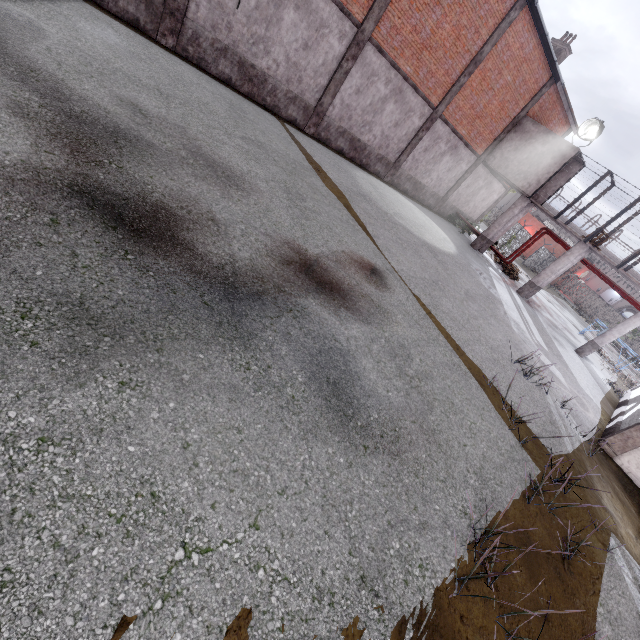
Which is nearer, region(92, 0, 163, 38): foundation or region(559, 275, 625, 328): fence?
region(92, 0, 163, 38): foundation

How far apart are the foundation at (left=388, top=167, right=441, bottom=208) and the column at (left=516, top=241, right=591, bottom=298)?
7.71m

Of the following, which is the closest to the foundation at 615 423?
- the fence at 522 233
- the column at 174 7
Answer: the fence at 522 233

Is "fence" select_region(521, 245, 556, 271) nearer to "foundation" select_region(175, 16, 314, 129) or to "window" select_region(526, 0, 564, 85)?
"window" select_region(526, 0, 564, 85)

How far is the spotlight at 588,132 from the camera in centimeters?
1653cm

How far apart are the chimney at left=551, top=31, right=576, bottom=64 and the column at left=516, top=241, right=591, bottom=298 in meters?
11.4 m

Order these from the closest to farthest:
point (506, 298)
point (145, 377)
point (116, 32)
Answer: point (145, 377), point (116, 32), point (506, 298)

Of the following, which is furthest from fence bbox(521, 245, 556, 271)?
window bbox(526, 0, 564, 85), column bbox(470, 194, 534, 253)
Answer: window bbox(526, 0, 564, 85)
